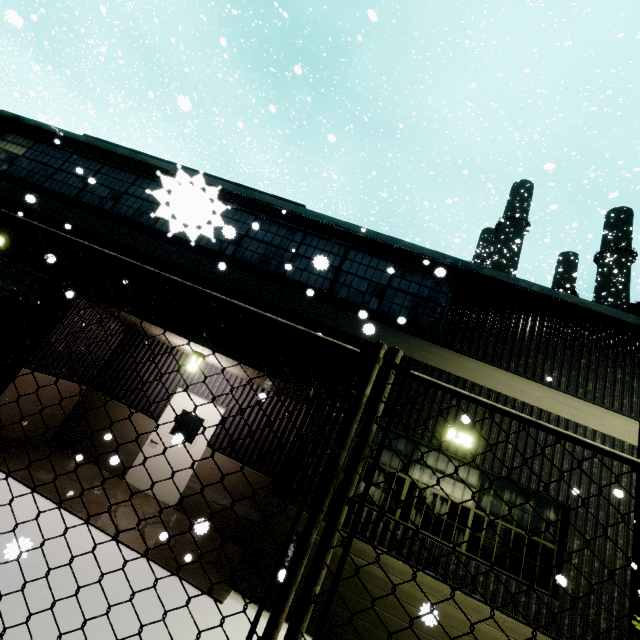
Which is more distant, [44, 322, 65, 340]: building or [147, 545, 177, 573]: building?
[44, 322, 65, 340]: building

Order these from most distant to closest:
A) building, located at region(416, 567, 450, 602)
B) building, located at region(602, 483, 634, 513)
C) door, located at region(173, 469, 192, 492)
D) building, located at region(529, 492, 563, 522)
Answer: door, located at region(173, 469, 192, 492)
building, located at region(529, 492, 563, 522)
building, located at region(416, 567, 450, 602)
building, located at region(602, 483, 634, 513)

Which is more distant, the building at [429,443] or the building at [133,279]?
the building at [133,279]

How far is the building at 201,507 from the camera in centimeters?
748cm

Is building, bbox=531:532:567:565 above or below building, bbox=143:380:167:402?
above

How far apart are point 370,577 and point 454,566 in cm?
143

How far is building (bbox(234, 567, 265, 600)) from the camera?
5.3 meters
